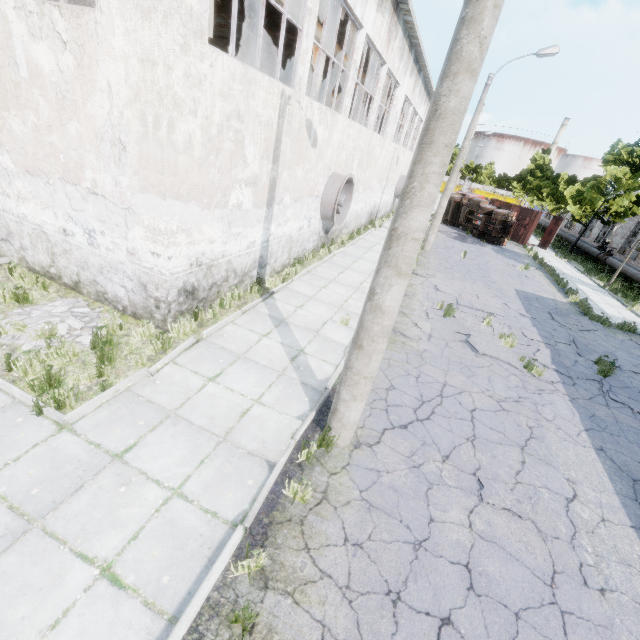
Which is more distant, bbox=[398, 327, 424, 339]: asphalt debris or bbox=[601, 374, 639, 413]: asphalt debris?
bbox=[398, 327, 424, 339]: asphalt debris

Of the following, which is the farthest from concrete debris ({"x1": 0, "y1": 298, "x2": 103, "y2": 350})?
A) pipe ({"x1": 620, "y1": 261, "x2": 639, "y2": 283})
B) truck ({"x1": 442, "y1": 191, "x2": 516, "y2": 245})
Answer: truck ({"x1": 442, "y1": 191, "x2": 516, "y2": 245})

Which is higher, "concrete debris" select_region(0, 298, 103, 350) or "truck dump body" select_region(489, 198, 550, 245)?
"truck dump body" select_region(489, 198, 550, 245)

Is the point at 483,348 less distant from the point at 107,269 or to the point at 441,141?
the point at 441,141

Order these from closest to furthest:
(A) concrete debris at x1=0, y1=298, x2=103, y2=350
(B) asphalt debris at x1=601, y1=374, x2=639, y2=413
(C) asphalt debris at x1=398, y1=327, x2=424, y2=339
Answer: (A) concrete debris at x1=0, y1=298, x2=103, y2=350 < (B) asphalt debris at x1=601, y1=374, x2=639, y2=413 < (C) asphalt debris at x1=398, y1=327, x2=424, y2=339

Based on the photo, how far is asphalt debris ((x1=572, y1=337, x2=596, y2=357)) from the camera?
10.87m

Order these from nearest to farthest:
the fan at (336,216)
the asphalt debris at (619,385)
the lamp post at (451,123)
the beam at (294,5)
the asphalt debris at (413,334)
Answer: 1. the lamp post at (451,123)
2. the asphalt debris at (619,385)
3. the asphalt debris at (413,334)
4. the beam at (294,5)
5. the fan at (336,216)

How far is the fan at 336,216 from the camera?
12.6m
